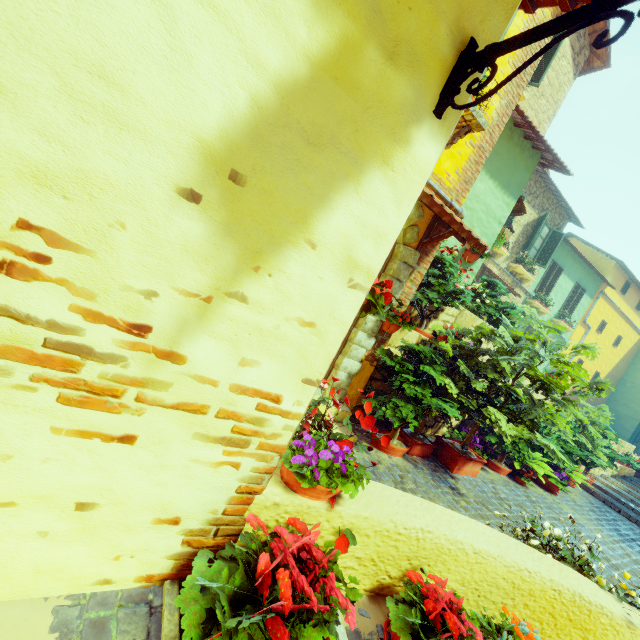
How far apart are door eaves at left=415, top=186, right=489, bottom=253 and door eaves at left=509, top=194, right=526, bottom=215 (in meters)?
3.40

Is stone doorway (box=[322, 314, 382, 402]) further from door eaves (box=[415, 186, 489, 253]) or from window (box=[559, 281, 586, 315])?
window (box=[559, 281, 586, 315])

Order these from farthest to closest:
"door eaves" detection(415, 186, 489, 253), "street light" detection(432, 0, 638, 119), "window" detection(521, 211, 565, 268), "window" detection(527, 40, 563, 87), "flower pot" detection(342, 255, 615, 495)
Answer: "window" detection(521, 211, 565, 268) < "window" detection(527, 40, 563, 87) < "flower pot" detection(342, 255, 615, 495) < "door eaves" detection(415, 186, 489, 253) < "street light" detection(432, 0, 638, 119)

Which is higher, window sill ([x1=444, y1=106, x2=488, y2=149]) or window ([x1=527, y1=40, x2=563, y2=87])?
window ([x1=527, y1=40, x2=563, y2=87])

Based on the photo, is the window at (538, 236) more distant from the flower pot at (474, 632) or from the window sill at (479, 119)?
the flower pot at (474, 632)

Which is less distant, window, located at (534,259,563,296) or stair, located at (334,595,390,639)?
stair, located at (334,595,390,639)

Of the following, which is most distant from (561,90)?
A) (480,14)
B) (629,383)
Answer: (629,383)

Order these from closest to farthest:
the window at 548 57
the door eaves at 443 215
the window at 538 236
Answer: the door eaves at 443 215, the window at 548 57, the window at 538 236
